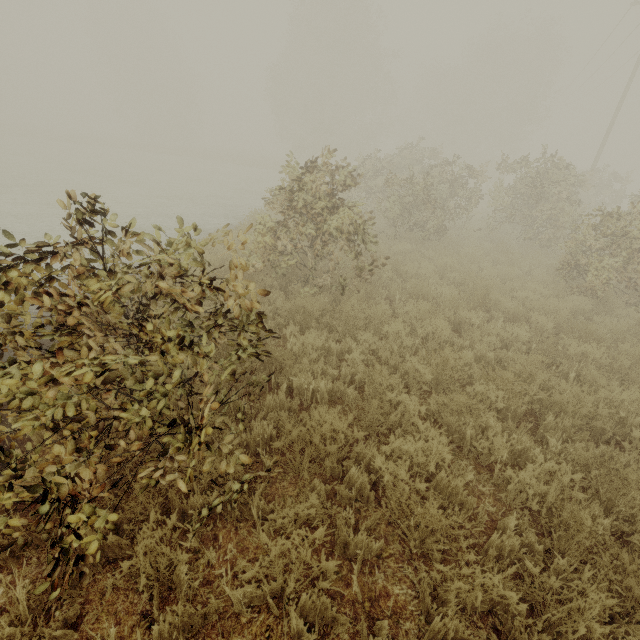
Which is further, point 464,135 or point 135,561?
point 464,135
